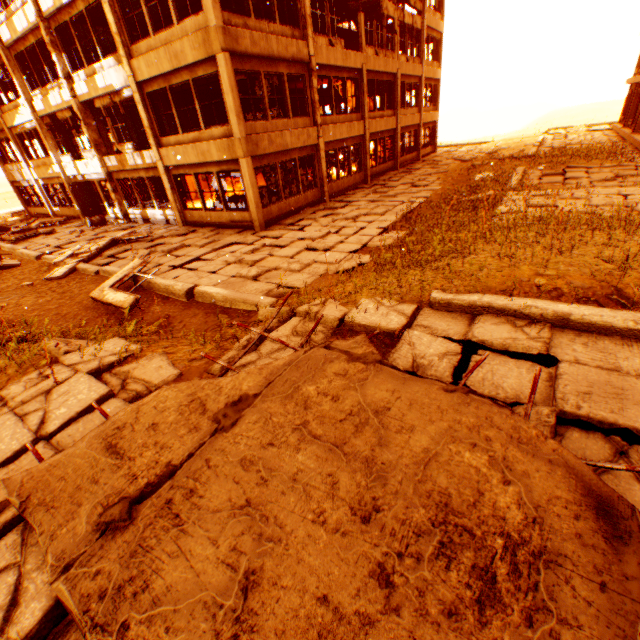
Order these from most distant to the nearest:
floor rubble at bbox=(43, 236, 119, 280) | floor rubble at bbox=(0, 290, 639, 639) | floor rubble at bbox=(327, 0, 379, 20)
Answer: floor rubble at bbox=(327, 0, 379, 20) → floor rubble at bbox=(43, 236, 119, 280) → floor rubble at bbox=(0, 290, 639, 639)

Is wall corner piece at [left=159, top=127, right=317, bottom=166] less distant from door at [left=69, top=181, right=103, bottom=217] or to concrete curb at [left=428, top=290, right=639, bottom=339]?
door at [left=69, top=181, right=103, bottom=217]

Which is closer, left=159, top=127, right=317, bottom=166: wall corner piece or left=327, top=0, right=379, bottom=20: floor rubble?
left=159, top=127, right=317, bottom=166: wall corner piece

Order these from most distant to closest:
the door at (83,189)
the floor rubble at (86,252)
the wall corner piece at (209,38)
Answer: the door at (83,189) < the floor rubble at (86,252) < the wall corner piece at (209,38)

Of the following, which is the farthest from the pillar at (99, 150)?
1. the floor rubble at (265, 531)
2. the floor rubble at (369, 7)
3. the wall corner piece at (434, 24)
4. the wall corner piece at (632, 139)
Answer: the wall corner piece at (632, 139)

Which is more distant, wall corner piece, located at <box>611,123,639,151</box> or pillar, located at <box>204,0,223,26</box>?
wall corner piece, located at <box>611,123,639,151</box>

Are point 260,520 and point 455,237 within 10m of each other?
yes

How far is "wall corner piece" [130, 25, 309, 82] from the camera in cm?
1014
